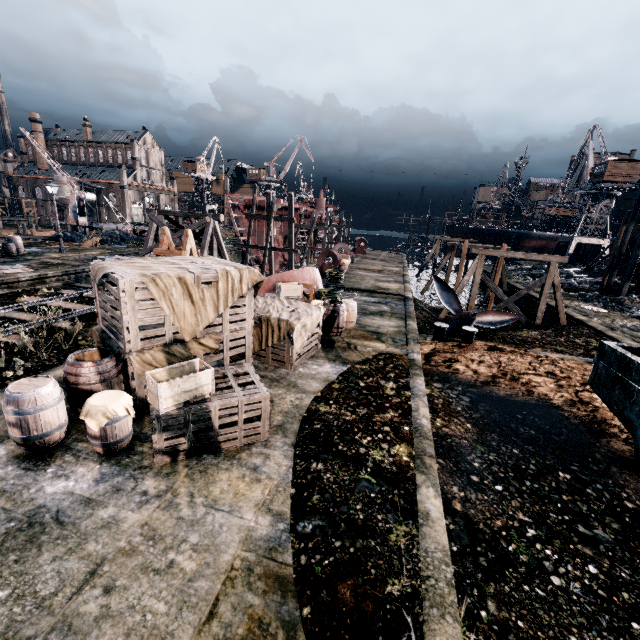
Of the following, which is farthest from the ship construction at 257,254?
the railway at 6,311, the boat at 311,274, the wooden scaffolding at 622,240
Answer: the wooden scaffolding at 622,240

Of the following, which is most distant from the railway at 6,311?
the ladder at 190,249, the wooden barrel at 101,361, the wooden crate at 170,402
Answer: the wooden crate at 170,402

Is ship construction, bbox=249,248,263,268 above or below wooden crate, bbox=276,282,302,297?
below

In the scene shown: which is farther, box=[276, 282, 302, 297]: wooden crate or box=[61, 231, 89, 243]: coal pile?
box=[61, 231, 89, 243]: coal pile

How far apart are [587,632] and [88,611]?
6.6 meters

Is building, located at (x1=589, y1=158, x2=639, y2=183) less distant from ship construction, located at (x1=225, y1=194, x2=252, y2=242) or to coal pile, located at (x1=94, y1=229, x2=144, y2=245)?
ship construction, located at (x1=225, y1=194, x2=252, y2=242)

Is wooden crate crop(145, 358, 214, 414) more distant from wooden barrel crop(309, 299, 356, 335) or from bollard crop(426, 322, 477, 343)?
bollard crop(426, 322, 477, 343)

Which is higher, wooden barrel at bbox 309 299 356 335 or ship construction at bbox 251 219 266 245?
ship construction at bbox 251 219 266 245
